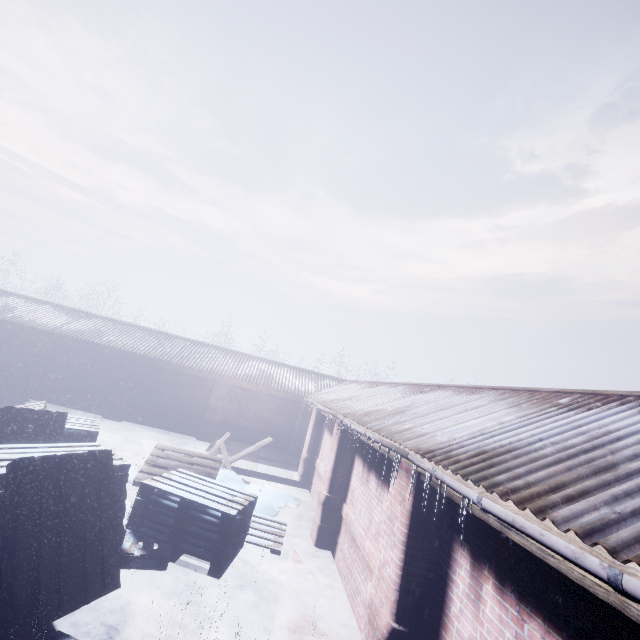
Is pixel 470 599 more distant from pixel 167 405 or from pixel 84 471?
pixel 167 405
